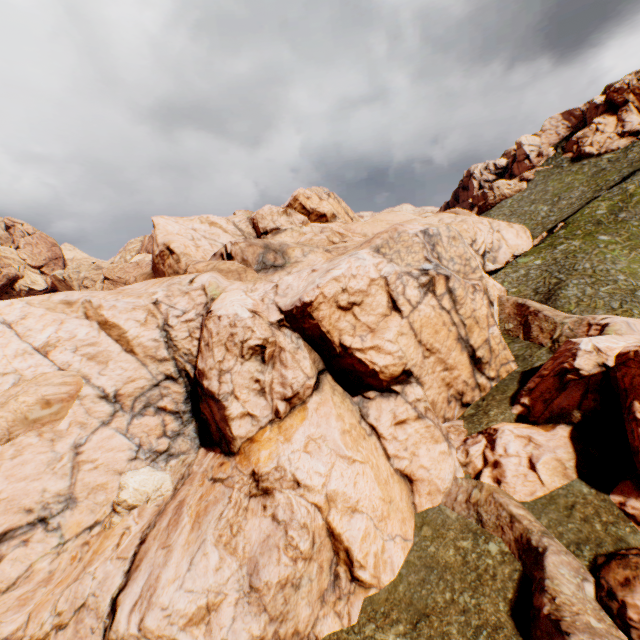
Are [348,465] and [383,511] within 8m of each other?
yes
